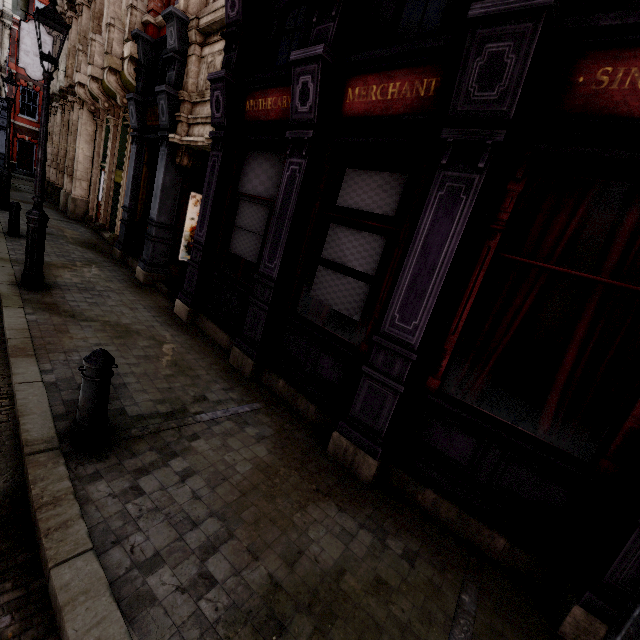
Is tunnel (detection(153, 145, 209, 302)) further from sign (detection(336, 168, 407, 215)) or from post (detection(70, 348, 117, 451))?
post (detection(70, 348, 117, 451))

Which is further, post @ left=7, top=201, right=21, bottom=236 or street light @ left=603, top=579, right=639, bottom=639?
post @ left=7, top=201, right=21, bottom=236

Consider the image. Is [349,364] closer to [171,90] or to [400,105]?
[400,105]

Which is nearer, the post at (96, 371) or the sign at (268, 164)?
the post at (96, 371)

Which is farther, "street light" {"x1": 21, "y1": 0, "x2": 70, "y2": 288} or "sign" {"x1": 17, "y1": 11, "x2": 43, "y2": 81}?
"sign" {"x1": 17, "y1": 11, "x2": 43, "y2": 81}

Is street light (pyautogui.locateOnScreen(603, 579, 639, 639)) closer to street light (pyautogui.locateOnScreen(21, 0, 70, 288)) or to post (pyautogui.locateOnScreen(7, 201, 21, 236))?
street light (pyautogui.locateOnScreen(21, 0, 70, 288))

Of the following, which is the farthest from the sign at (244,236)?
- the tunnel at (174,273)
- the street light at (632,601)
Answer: the street light at (632,601)

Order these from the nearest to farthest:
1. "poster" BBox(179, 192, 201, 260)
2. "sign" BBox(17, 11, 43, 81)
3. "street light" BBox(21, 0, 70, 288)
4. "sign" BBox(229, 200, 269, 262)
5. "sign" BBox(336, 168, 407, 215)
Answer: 1. "sign" BBox(336, 168, 407, 215)
2. "street light" BBox(21, 0, 70, 288)
3. "sign" BBox(229, 200, 269, 262)
4. "poster" BBox(179, 192, 201, 260)
5. "sign" BBox(17, 11, 43, 81)
